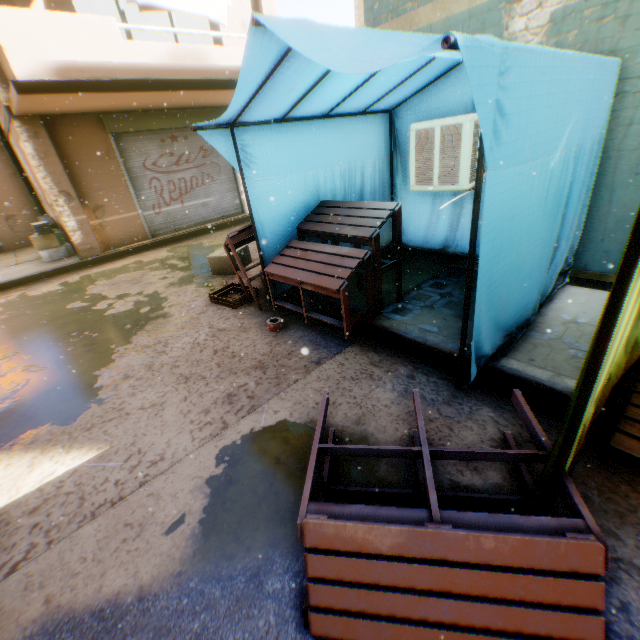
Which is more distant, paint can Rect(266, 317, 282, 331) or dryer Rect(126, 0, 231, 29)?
dryer Rect(126, 0, 231, 29)

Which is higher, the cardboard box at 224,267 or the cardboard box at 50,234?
the cardboard box at 50,234

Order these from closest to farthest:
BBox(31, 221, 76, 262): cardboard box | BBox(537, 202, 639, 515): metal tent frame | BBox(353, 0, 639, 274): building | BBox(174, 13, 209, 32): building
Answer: BBox(537, 202, 639, 515): metal tent frame
BBox(353, 0, 639, 274): building
BBox(31, 221, 76, 262): cardboard box
BBox(174, 13, 209, 32): building

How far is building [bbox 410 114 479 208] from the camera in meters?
3.8 m

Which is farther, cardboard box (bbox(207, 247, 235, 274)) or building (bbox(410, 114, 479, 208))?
cardboard box (bbox(207, 247, 235, 274))

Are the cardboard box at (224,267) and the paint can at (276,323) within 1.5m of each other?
no

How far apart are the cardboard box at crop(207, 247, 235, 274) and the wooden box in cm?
87

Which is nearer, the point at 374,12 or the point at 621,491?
the point at 621,491
